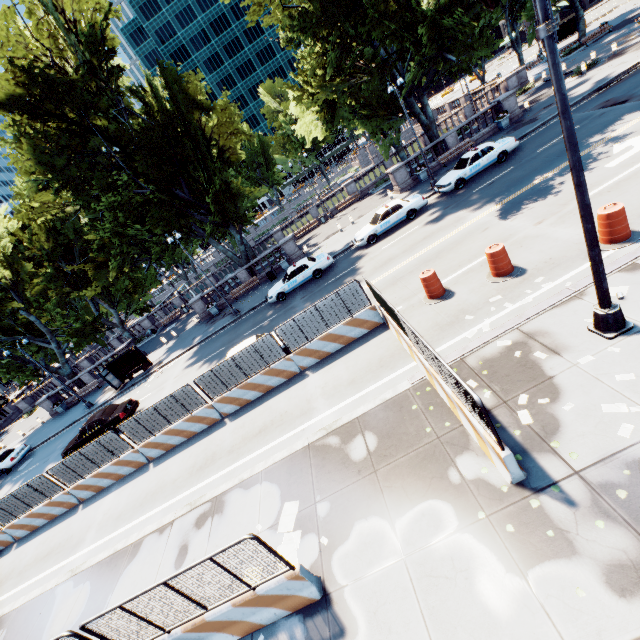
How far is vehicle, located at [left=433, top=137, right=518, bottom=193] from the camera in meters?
19.9

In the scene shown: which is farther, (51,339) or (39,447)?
(51,339)

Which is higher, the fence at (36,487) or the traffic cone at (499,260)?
the fence at (36,487)

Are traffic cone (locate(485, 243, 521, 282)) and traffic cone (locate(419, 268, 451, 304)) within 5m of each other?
yes

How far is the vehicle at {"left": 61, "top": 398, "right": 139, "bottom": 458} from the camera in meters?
18.9 m

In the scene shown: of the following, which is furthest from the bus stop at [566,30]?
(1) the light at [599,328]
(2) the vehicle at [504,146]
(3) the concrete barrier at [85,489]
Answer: (1) the light at [599,328]

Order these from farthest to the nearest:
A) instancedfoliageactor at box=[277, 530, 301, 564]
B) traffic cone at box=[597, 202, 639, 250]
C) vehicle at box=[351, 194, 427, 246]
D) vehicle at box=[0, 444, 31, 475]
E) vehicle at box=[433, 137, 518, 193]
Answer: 1. vehicle at box=[0, 444, 31, 475]
2. vehicle at box=[351, 194, 427, 246]
3. vehicle at box=[433, 137, 518, 193]
4. traffic cone at box=[597, 202, 639, 250]
5. instancedfoliageactor at box=[277, 530, 301, 564]

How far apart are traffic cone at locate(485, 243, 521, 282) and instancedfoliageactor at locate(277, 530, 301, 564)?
9.2m
